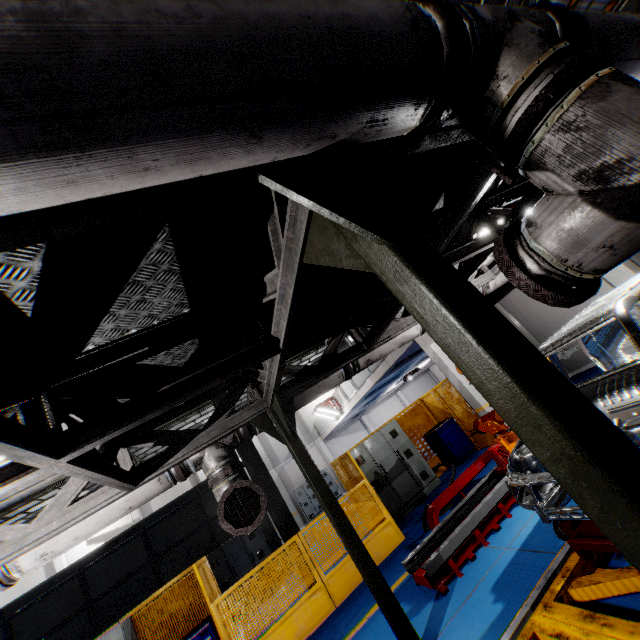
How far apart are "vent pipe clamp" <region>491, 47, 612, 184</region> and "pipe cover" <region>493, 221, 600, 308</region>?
0.3 meters

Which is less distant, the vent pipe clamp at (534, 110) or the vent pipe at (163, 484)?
the vent pipe clamp at (534, 110)

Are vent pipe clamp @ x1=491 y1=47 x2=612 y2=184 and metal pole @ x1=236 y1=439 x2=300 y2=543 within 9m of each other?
yes

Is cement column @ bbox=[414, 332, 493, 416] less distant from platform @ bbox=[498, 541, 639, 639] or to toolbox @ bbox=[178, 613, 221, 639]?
platform @ bbox=[498, 541, 639, 639]

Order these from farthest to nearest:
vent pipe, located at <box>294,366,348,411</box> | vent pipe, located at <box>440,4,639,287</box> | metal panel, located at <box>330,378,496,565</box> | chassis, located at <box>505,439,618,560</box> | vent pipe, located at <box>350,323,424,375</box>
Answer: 1. metal panel, located at <box>330,378,496,565</box>
2. vent pipe, located at <box>350,323,424,375</box>
3. vent pipe, located at <box>294,366,348,411</box>
4. chassis, located at <box>505,439,618,560</box>
5. vent pipe, located at <box>440,4,639,287</box>

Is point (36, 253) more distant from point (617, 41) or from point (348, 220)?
point (617, 41)

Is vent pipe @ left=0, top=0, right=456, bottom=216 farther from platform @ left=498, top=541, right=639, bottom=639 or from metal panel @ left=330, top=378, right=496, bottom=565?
metal panel @ left=330, top=378, right=496, bottom=565

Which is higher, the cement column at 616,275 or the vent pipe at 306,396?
the vent pipe at 306,396
